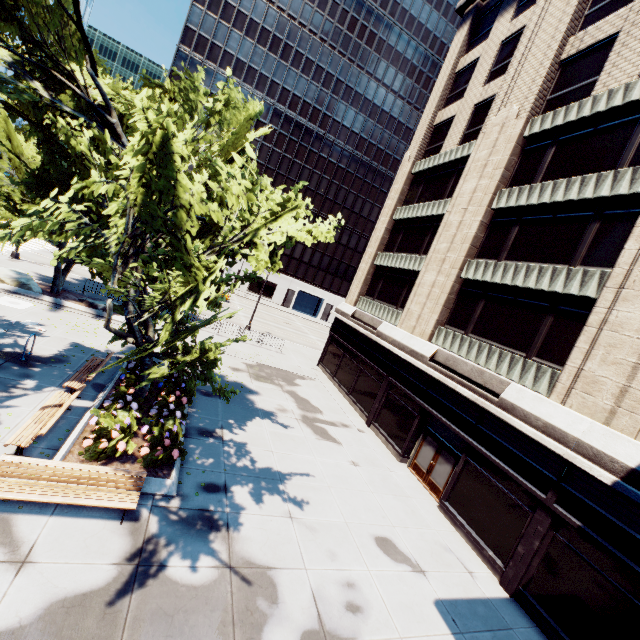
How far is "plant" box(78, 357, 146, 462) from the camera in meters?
8.7

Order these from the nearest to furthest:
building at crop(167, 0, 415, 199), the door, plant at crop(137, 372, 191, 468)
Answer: plant at crop(137, 372, 191, 468), the door, building at crop(167, 0, 415, 199)

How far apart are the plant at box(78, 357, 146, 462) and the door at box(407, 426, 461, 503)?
12.5 meters

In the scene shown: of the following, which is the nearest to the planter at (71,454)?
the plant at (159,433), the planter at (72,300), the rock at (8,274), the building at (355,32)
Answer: the plant at (159,433)

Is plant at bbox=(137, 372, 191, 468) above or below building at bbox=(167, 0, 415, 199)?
below

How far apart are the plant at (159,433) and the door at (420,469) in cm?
1083

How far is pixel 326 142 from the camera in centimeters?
5894cm

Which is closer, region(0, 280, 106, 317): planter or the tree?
the tree
